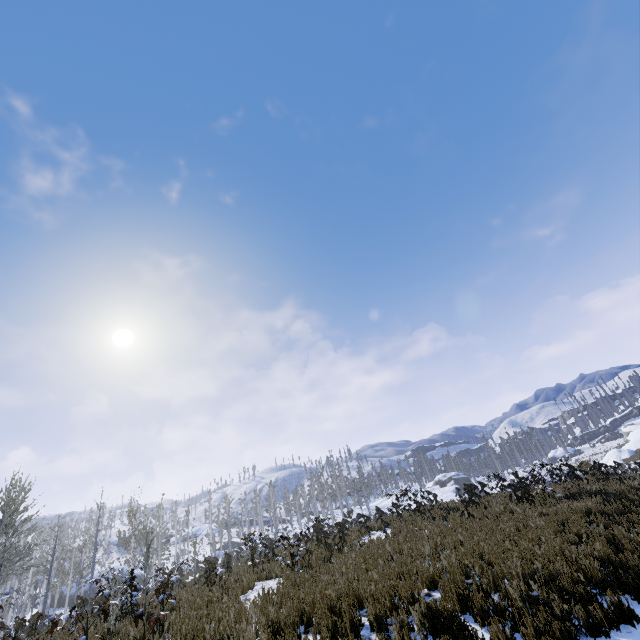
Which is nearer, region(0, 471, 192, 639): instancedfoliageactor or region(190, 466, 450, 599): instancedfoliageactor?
region(0, 471, 192, 639): instancedfoliageactor

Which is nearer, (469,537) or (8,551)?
(469,537)

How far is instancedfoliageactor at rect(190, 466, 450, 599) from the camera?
11.2 meters

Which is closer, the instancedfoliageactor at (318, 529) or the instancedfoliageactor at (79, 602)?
the instancedfoliageactor at (79, 602)

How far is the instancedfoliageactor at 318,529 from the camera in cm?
1116
